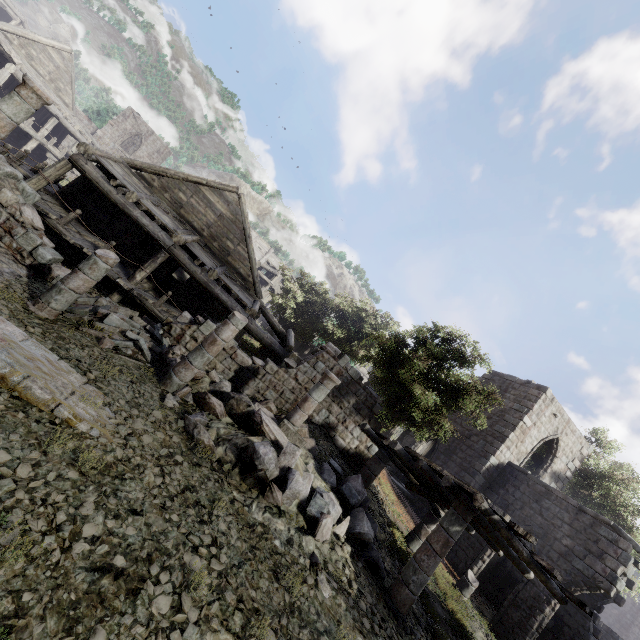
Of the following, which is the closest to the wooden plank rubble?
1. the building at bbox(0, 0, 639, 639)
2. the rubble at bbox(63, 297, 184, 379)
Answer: the building at bbox(0, 0, 639, 639)

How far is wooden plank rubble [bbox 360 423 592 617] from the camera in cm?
737

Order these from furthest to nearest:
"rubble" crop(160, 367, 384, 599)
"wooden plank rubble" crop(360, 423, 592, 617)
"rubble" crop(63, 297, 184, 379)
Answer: "rubble" crop(63, 297, 184, 379)
"wooden plank rubble" crop(360, 423, 592, 617)
"rubble" crop(160, 367, 384, 599)

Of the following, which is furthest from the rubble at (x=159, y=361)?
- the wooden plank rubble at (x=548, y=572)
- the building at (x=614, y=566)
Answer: the wooden plank rubble at (x=548, y=572)

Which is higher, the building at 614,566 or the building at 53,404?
the building at 614,566

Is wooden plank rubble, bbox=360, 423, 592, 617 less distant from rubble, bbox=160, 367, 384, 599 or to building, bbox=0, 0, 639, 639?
building, bbox=0, 0, 639, 639

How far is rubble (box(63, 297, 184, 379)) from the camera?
8.64m

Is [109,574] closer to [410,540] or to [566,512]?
[410,540]
